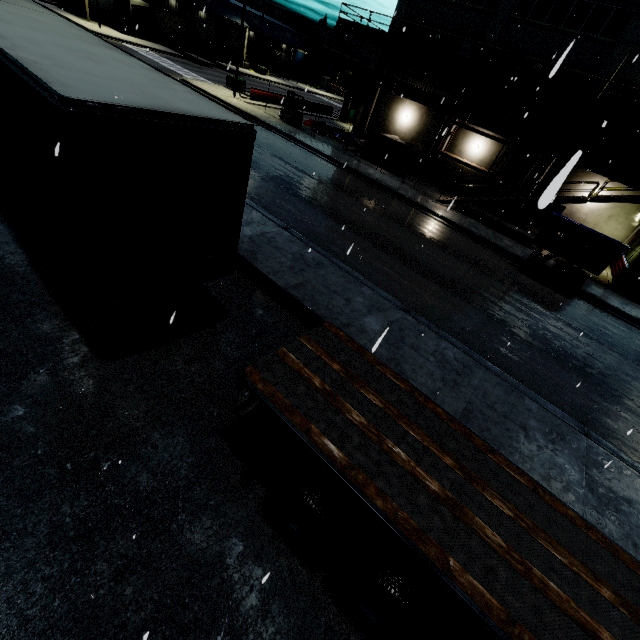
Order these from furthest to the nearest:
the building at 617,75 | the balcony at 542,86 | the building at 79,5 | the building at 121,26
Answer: the building at 121,26
the building at 79,5
the building at 617,75
the balcony at 542,86

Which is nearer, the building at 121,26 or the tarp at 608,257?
the tarp at 608,257

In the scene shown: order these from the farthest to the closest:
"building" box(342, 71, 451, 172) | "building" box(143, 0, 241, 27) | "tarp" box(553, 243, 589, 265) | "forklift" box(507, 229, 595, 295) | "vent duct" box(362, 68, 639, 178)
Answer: "building" box(143, 0, 241, 27)
"building" box(342, 71, 451, 172)
"vent duct" box(362, 68, 639, 178)
"tarp" box(553, 243, 589, 265)
"forklift" box(507, 229, 595, 295)

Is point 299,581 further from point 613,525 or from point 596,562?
point 613,525

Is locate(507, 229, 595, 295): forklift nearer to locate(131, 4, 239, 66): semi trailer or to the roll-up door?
locate(131, 4, 239, 66): semi trailer

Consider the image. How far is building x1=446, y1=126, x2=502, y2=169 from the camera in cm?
2547

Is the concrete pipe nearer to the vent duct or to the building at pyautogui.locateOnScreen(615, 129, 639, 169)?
the building at pyautogui.locateOnScreen(615, 129, 639, 169)

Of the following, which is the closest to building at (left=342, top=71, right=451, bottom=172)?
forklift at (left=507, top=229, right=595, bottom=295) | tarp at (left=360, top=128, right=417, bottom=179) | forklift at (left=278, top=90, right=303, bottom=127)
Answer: tarp at (left=360, top=128, right=417, bottom=179)
